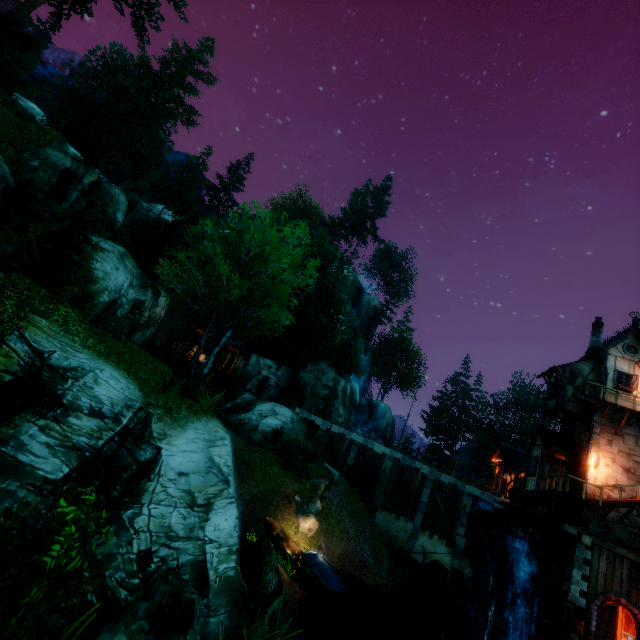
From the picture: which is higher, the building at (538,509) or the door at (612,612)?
the building at (538,509)

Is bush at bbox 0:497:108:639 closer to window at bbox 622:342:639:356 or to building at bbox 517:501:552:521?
building at bbox 517:501:552:521

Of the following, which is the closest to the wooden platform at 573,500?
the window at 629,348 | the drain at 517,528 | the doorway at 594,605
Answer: the drain at 517,528

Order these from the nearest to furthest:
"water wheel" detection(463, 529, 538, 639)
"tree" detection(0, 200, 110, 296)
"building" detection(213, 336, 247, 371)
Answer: "tree" detection(0, 200, 110, 296)
"water wheel" detection(463, 529, 538, 639)
"building" detection(213, 336, 247, 371)

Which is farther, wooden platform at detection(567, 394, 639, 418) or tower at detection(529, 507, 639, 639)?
wooden platform at detection(567, 394, 639, 418)

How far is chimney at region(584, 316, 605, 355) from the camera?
23.75m

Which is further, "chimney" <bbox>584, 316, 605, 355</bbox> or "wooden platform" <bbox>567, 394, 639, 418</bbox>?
"chimney" <bbox>584, 316, 605, 355</bbox>

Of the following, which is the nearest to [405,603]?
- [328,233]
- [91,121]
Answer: [328,233]
